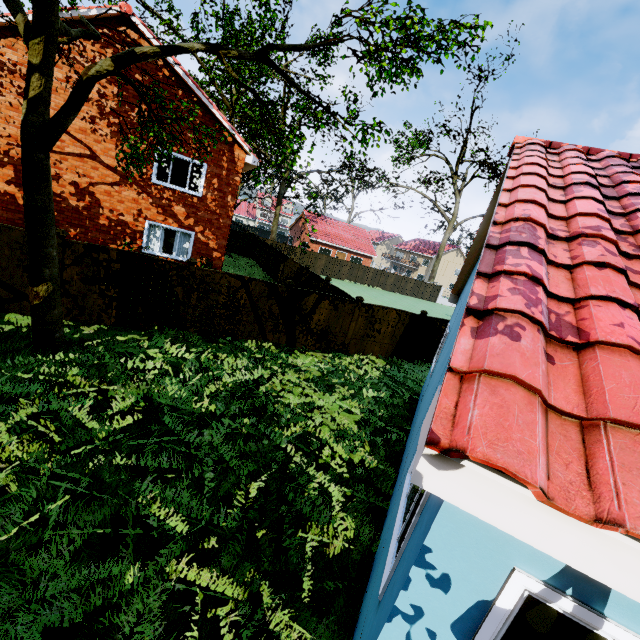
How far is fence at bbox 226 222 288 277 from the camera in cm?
2606

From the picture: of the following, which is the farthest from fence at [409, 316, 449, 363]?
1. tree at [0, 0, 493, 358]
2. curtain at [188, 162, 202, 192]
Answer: curtain at [188, 162, 202, 192]

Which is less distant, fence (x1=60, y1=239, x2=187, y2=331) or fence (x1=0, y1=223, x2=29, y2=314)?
fence (x1=0, y1=223, x2=29, y2=314)

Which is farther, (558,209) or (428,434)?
(558,209)

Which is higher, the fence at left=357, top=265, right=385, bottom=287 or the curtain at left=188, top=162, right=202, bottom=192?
the curtain at left=188, top=162, right=202, bottom=192

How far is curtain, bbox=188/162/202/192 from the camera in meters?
14.0

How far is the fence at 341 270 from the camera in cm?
3778

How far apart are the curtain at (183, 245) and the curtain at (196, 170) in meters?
1.8
